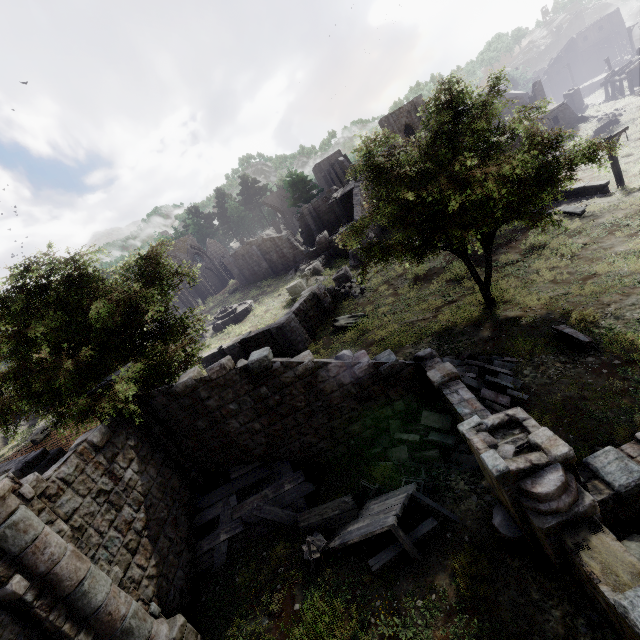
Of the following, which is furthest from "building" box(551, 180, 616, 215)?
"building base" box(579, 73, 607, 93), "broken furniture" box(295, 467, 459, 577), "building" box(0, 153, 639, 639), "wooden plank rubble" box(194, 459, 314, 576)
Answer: "wooden plank rubble" box(194, 459, 314, 576)

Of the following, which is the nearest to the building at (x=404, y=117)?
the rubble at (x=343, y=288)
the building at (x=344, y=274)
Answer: the building at (x=344, y=274)

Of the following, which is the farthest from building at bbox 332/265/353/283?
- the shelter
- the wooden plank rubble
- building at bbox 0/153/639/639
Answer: the shelter

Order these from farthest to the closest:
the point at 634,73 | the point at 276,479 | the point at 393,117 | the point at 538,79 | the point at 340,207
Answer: the point at 340,207
the point at 538,79
the point at 393,117
the point at 634,73
the point at 276,479

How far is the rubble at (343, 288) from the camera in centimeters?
2510cm

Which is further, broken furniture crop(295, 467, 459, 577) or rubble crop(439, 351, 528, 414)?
rubble crop(439, 351, 528, 414)

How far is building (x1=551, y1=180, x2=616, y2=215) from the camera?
19.0 meters

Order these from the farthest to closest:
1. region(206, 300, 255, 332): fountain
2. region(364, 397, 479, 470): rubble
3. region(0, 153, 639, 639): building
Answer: region(206, 300, 255, 332): fountain < region(364, 397, 479, 470): rubble < region(0, 153, 639, 639): building
